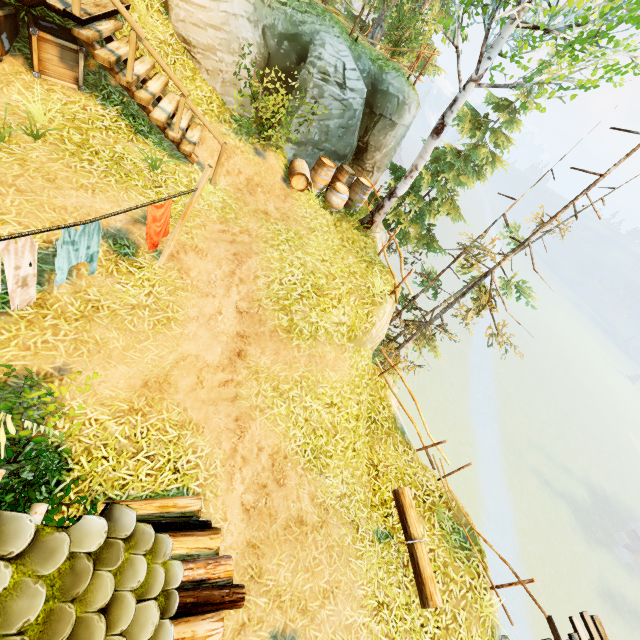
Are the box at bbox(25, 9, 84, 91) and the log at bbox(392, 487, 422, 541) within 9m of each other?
no

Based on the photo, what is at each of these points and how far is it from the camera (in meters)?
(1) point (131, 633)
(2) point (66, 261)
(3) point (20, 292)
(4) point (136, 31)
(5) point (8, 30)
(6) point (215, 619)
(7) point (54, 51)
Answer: (1) building, 1.95
(2) linen, 4.04
(3) linen, 3.75
(4) rail, 5.89
(5) box, 6.06
(6) log, 3.28
(7) box, 6.23

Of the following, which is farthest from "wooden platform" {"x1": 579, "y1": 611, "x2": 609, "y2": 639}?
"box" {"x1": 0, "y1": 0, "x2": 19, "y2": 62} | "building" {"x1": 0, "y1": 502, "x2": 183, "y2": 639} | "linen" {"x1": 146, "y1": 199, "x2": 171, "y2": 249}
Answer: "box" {"x1": 0, "y1": 0, "x2": 19, "y2": 62}

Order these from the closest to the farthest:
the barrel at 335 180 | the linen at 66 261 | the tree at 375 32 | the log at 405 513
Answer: the linen at 66 261, the log at 405 513, the barrel at 335 180, the tree at 375 32

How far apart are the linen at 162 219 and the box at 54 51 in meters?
4.5 m

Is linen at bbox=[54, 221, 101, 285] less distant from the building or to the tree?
the building

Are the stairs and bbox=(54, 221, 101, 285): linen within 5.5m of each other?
yes

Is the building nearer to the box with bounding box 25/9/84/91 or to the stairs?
the box with bounding box 25/9/84/91
